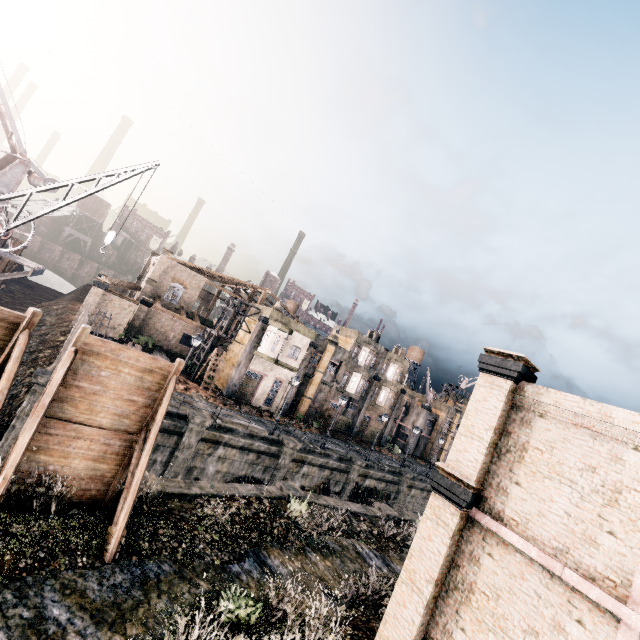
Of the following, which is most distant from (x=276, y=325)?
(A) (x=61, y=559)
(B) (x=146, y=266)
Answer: (B) (x=146, y=266)

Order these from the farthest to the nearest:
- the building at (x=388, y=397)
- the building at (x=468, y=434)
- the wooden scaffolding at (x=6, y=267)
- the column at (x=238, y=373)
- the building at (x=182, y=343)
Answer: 1. the building at (x=388, y=397)
2. the building at (x=182, y=343)
3. the column at (x=238, y=373)
4. the wooden scaffolding at (x=6, y=267)
5. the building at (x=468, y=434)

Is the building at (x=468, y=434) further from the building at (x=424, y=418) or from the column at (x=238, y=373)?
the building at (x=424, y=418)

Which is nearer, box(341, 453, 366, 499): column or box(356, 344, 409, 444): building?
box(341, 453, 366, 499): column

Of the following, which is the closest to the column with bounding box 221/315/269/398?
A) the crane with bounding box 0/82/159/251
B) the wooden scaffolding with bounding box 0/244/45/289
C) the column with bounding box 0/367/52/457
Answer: the column with bounding box 0/367/52/457

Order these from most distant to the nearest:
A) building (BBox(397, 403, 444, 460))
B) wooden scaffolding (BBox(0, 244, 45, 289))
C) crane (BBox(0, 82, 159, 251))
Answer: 1. building (BBox(397, 403, 444, 460))
2. wooden scaffolding (BBox(0, 244, 45, 289))
3. crane (BBox(0, 82, 159, 251))

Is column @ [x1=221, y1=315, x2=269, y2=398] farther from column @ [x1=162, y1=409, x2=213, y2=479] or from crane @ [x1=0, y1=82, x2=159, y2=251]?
crane @ [x1=0, y1=82, x2=159, y2=251]

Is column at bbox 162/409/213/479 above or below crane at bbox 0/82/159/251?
below
